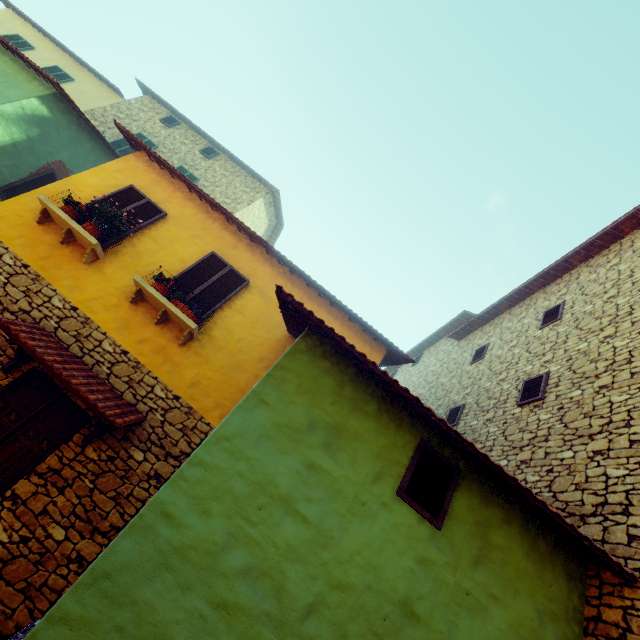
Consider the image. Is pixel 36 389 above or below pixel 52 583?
above

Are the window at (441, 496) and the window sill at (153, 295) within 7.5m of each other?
yes

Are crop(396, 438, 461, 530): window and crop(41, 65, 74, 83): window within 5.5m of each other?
no

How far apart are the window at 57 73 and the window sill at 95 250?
12.4 meters

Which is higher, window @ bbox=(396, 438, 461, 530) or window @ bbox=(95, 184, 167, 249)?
window @ bbox=(95, 184, 167, 249)

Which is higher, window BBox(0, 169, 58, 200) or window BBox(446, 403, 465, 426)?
window BBox(446, 403, 465, 426)

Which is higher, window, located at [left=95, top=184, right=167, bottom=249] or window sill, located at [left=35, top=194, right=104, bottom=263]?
window, located at [left=95, top=184, right=167, bottom=249]

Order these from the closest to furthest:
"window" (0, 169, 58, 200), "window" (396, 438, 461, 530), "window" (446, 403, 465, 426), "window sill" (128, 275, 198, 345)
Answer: "window" (396, 438, 461, 530)
"window sill" (128, 275, 198, 345)
"window" (446, 403, 465, 426)
"window" (0, 169, 58, 200)
